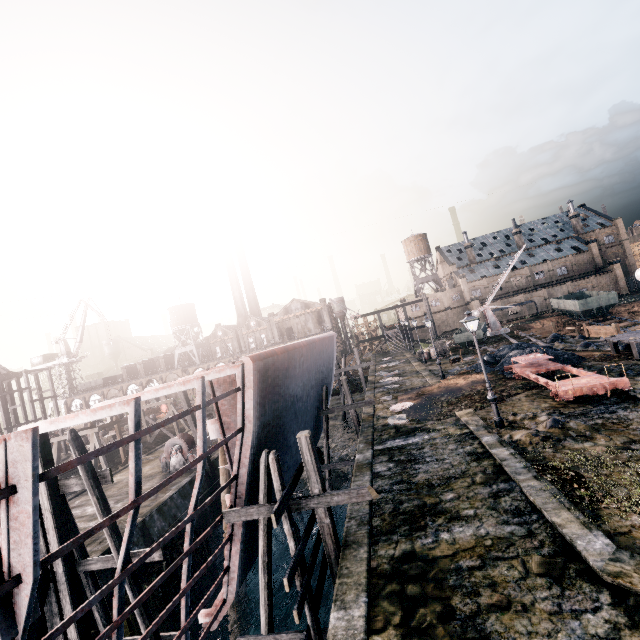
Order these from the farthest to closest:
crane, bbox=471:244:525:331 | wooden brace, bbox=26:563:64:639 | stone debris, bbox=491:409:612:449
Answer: crane, bbox=471:244:525:331
stone debris, bbox=491:409:612:449
wooden brace, bbox=26:563:64:639

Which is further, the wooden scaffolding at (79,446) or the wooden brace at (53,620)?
the wooden scaffolding at (79,446)

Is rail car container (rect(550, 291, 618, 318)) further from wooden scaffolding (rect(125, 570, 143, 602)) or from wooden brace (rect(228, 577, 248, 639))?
wooden scaffolding (rect(125, 570, 143, 602))

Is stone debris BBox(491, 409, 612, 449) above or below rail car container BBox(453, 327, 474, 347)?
below

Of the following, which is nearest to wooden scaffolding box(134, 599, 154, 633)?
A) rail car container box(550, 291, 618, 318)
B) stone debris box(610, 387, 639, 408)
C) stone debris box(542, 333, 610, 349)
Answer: stone debris box(610, 387, 639, 408)

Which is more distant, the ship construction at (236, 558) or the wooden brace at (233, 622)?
the wooden brace at (233, 622)

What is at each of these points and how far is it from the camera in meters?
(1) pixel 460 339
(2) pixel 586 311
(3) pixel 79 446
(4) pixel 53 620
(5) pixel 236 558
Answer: (1) rail car container, 42.5 m
(2) rail car container, 47.4 m
(3) wooden scaffolding, 10.8 m
(4) wooden brace, 10.6 m
(5) ship construction, 11.5 m

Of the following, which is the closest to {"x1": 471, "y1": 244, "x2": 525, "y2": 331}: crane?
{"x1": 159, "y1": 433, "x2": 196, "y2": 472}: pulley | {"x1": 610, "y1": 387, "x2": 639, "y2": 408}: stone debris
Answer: {"x1": 610, "y1": 387, "x2": 639, "y2": 408}: stone debris
